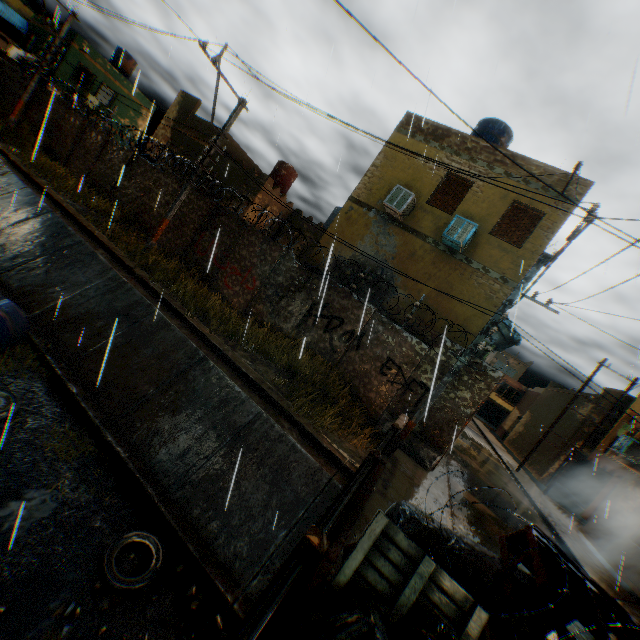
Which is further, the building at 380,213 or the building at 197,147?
the building at 197,147

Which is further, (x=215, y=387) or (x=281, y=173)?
(x=281, y=173)

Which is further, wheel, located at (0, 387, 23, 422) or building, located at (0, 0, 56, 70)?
building, located at (0, 0, 56, 70)

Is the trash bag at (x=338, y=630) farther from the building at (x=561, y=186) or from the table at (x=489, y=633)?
the building at (x=561, y=186)

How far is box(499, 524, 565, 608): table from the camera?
3.12m

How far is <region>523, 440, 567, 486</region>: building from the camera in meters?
23.2

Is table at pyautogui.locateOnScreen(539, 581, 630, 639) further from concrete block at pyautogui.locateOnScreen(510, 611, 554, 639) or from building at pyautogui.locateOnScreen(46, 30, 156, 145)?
building at pyautogui.locateOnScreen(46, 30, 156, 145)

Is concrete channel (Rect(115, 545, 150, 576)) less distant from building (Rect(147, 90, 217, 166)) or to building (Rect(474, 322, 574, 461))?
building (Rect(474, 322, 574, 461))
